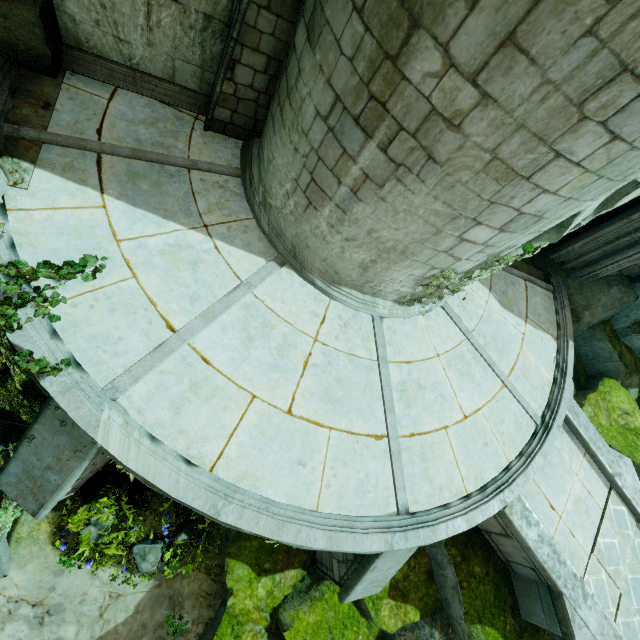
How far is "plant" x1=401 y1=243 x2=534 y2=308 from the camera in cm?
570

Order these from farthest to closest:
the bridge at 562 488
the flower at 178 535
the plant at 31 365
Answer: the flower at 178 535 < the bridge at 562 488 < the plant at 31 365

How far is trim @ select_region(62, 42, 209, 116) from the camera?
5.8 meters

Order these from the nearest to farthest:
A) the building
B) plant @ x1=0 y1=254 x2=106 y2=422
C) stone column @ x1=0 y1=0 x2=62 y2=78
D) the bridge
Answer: the building → plant @ x1=0 y1=254 x2=106 y2=422 → stone column @ x1=0 y1=0 x2=62 y2=78 → the bridge

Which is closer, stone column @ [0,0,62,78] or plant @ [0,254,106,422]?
plant @ [0,254,106,422]

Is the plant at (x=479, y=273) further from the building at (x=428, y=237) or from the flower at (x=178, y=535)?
the flower at (x=178, y=535)

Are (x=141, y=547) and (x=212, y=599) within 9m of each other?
yes

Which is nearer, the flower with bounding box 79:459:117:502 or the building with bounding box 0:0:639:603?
the building with bounding box 0:0:639:603
